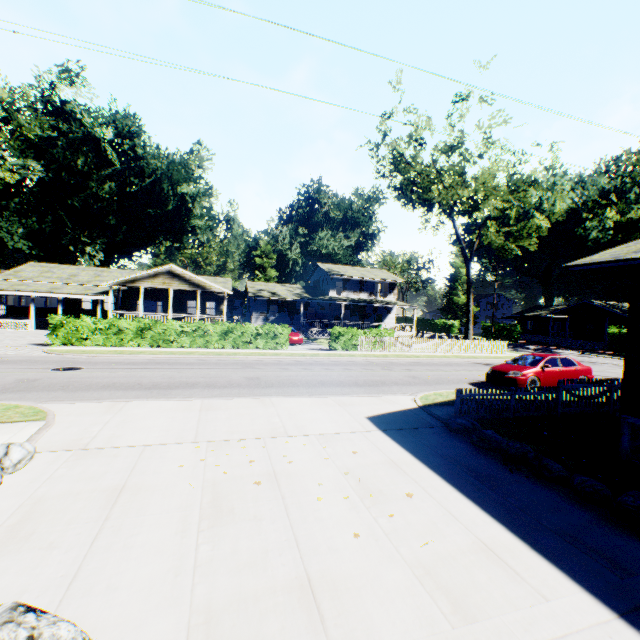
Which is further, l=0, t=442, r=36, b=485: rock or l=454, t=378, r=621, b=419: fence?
l=454, t=378, r=621, b=419: fence

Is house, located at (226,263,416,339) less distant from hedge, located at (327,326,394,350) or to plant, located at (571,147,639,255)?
hedge, located at (327,326,394,350)

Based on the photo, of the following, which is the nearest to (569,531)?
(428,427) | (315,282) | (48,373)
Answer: (428,427)

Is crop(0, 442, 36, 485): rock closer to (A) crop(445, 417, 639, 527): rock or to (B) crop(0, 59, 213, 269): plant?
(A) crop(445, 417, 639, 527): rock

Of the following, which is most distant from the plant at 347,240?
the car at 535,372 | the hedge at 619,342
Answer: the car at 535,372

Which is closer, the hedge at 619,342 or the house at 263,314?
the hedge at 619,342

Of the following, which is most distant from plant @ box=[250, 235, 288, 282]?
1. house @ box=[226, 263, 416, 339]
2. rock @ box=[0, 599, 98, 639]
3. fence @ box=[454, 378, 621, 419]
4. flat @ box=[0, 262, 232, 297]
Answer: rock @ box=[0, 599, 98, 639]

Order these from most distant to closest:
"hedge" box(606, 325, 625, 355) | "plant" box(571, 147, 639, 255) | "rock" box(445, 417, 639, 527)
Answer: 1. "plant" box(571, 147, 639, 255)
2. "hedge" box(606, 325, 625, 355)
3. "rock" box(445, 417, 639, 527)
